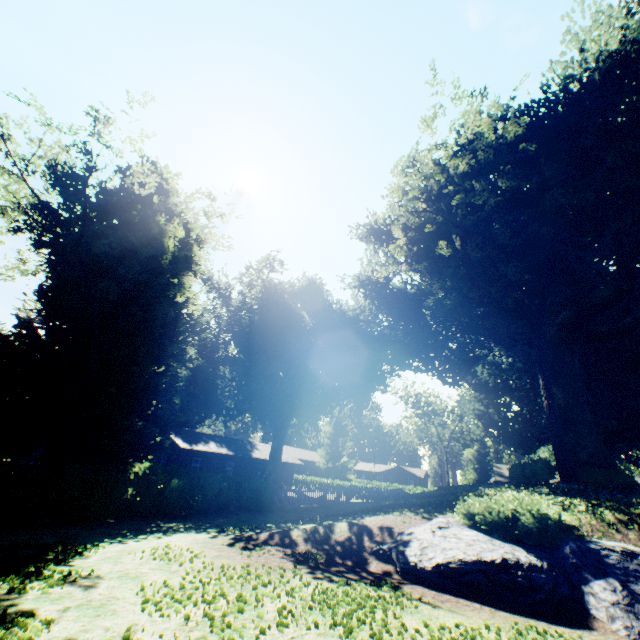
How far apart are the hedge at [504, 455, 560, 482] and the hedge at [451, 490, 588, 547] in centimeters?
846cm

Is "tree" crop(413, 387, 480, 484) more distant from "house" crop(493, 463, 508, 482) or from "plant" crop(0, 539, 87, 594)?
"house" crop(493, 463, 508, 482)

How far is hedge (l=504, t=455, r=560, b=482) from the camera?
16.4 meters

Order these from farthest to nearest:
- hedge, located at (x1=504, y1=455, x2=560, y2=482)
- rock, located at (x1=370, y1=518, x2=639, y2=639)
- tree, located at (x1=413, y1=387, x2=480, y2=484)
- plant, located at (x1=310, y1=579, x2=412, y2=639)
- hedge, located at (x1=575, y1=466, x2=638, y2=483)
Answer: tree, located at (x1=413, y1=387, x2=480, y2=484) → hedge, located at (x1=575, y1=466, x2=638, y2=483) → hedge, located at (x1=504, y1=455, x2=560, y2=482) → rock, located at (x1=370, y1=518, x2=639, y2=639) → plant, located at (x1=310, y1=579, x2=412, y2=639)

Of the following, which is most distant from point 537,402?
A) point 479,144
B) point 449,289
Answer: point 479,144

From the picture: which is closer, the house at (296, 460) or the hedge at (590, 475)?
the hedge at (590, 475)

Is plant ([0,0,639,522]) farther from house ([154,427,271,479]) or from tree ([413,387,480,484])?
house ([154,427,271,479])

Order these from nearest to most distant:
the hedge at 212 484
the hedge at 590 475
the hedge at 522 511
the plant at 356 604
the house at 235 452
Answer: the plant at 356 604, the hedge at 522 511, the hedge at 212 484, the hedge at 590 475, the house at 235 452
